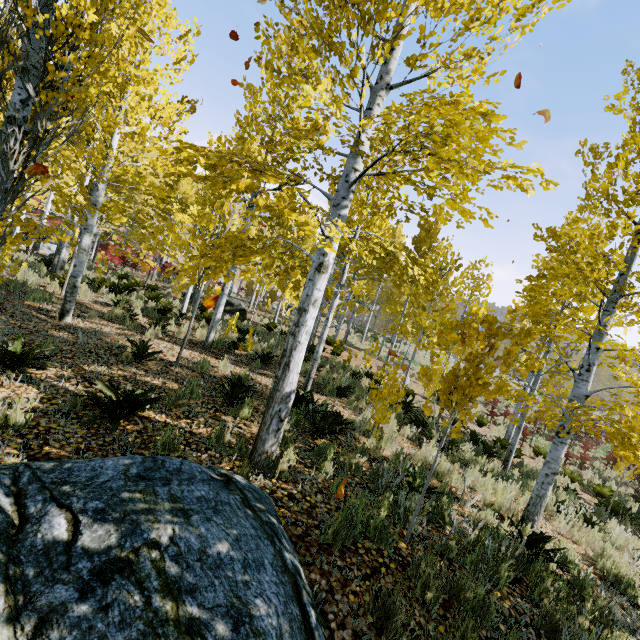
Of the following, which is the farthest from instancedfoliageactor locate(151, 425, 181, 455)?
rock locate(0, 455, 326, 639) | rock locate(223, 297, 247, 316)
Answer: rock locate(223, 297, 247, 316)

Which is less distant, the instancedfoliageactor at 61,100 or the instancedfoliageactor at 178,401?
the instancedfoliageactor at 61,100

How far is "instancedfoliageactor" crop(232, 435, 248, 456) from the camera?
4.30m

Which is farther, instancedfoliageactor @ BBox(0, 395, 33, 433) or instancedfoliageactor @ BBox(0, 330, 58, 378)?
instancedfoliageactor @ BBox(0, 330, 58, 378)

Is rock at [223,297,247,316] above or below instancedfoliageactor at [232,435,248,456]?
above

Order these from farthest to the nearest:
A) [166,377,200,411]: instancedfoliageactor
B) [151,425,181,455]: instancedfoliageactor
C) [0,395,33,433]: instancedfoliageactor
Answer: [166,377,200,411]: instancedfoliageactor → [151,425,181,455]: instancedfoliageactor → [0,395,33,433]: instancedfoliageactor

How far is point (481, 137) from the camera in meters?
2.2

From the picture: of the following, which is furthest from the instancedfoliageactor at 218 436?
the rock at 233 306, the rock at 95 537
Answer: the rock at 233 306
